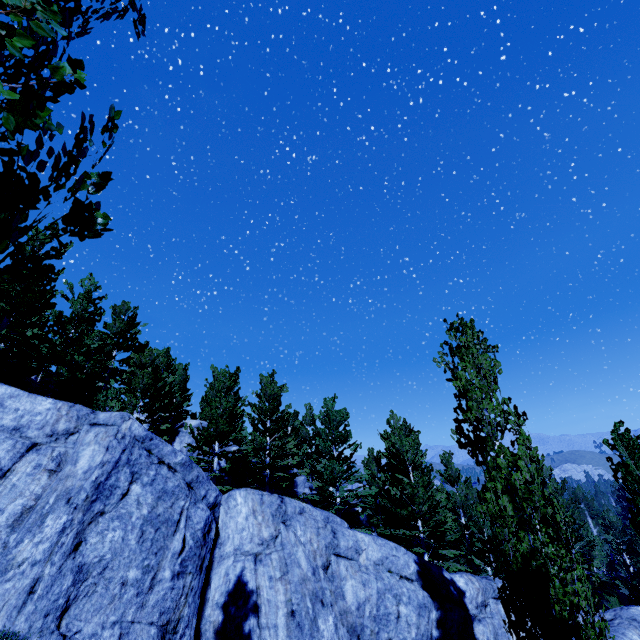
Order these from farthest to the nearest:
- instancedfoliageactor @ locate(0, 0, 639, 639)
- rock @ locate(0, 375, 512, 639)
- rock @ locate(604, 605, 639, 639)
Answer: rock @ locate(604, 605, 639, 639) → rock @ locate(0, 375, 512, 639) → instancedfoliageactor @ locate(0, 0, 639, 639)

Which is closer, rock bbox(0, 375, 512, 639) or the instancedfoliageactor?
the instancedfoliageactor

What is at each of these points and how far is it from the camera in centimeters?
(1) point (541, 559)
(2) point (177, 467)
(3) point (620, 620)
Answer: (1) instancedfoliageactor, 611cm
(2) rock, 1015cm
(3) rock, 1684cm

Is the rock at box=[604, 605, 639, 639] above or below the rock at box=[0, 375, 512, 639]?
below

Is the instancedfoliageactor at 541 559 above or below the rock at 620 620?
above

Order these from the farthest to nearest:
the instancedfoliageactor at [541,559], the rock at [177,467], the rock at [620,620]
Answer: the rock at [620,620] < the rock at [177,467] < the instancedfoliageactor at [541,559]

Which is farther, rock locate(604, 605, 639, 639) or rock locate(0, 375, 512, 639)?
rock locate(604, 605, 639, 639)
